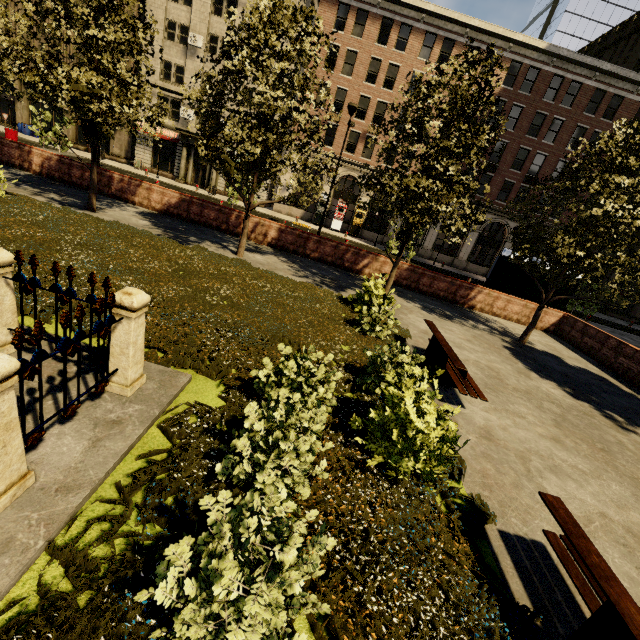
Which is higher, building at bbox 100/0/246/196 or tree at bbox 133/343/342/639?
building at bbox 100/0/246/196

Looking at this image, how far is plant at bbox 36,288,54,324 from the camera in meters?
5.2 m

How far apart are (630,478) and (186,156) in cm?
3863

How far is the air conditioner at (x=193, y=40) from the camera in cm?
2912

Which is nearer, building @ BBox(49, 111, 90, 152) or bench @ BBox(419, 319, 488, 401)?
bench @ BBox(419, 319, 488, 401)

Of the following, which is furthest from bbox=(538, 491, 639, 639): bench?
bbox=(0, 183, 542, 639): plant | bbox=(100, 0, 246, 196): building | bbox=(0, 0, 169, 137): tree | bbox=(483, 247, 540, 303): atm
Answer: bbox=(100, 0, 246, 196): building

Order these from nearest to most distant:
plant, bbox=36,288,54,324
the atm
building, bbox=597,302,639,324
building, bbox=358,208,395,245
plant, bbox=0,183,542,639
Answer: plant, bbox=0,183,542,639 → plant, bbox=36,288,54,324 → the atm → building, bbox=358,208,395,245 → building, bbox=597,302,639,324

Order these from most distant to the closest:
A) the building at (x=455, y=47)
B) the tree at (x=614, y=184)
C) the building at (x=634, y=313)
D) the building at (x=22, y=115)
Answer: the building at (x=634, y=313) < the building at (x=22, y=115) < the building at (x=455, y=47) < the tree at (x=614, y=184)
